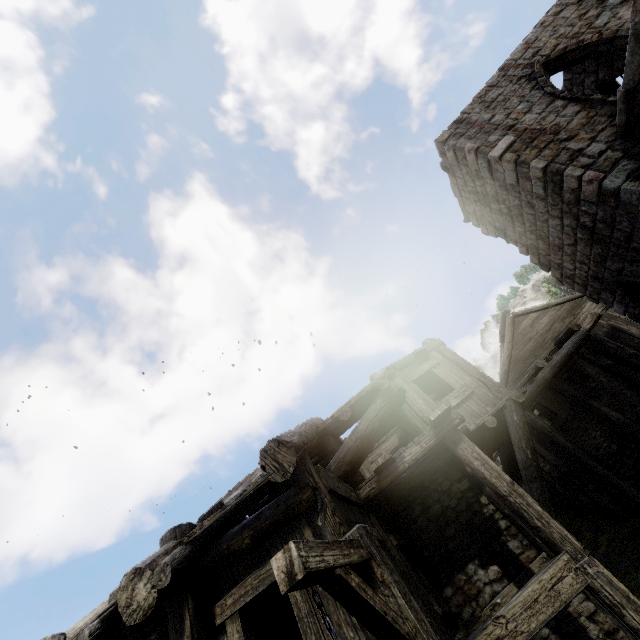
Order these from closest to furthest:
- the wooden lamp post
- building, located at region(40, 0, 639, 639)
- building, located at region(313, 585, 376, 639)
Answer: the wooden lamp post, building, located at region(313, 585, 376, 639), building, located at region(40, 0, 639, 639)

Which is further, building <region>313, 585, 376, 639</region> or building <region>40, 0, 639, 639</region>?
building <region>40, 0, 639, 639</region>

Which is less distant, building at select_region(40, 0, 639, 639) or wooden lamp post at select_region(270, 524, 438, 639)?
wooden lamp post at select_region(270, 524, 438, 639)

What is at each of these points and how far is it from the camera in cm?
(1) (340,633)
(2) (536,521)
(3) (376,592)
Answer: (1) building, 362
(2) building, 535
(3) wooden lamp post, 268

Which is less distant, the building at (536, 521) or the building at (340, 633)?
the building at (340, 633)

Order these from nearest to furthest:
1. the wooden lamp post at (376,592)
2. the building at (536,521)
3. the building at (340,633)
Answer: the wooden lamp post at (376,592), the building at (340,633), the building at (536,521)
